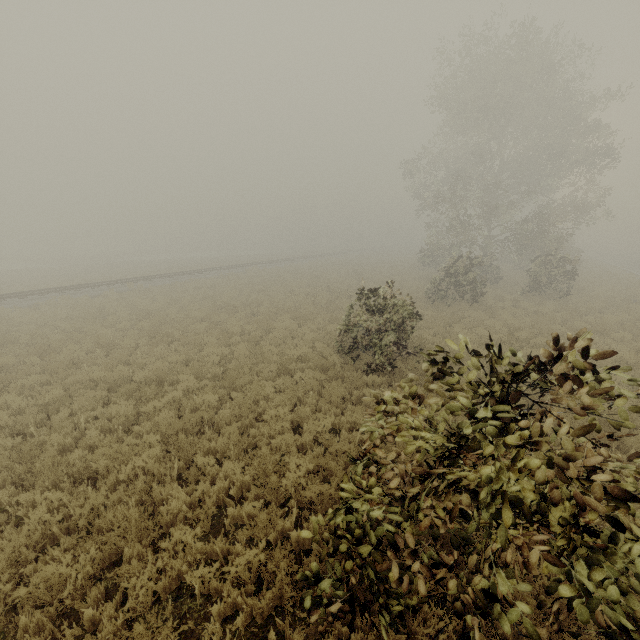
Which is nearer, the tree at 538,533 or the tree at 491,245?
the tree at 538,533

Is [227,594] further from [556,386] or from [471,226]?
[471,226]

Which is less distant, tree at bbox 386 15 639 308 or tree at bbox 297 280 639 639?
tree at bbox 297 280 639 639
